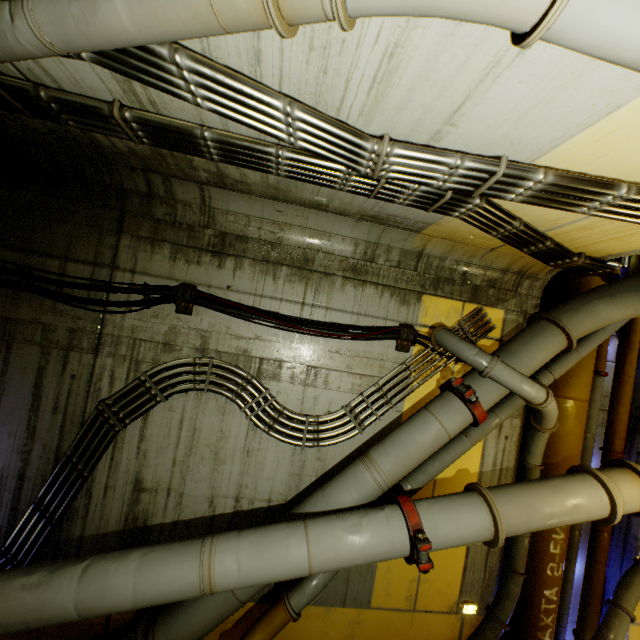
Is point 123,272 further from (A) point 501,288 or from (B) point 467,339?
(A) point 501,288

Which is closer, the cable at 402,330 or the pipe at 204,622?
the pipe at 204,622

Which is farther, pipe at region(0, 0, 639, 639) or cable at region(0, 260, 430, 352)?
cable at region(0, 260, 430, 352)
